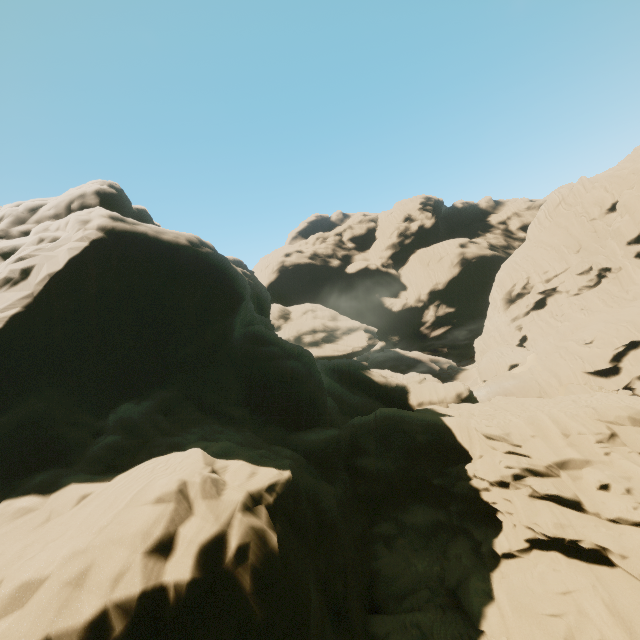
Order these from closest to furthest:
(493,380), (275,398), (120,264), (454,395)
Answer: (120,264) → (275,398) → (454,395) → (493,380)
